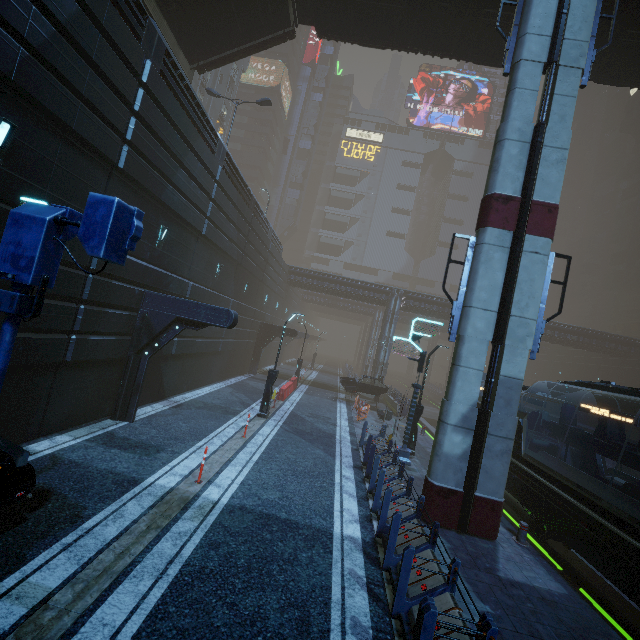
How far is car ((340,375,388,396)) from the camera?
26.0m

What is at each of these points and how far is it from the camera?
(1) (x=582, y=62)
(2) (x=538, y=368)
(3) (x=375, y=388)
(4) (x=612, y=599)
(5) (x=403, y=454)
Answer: (1) sm, 10.05m
(2) building, 51.00m
(3) car, 26.00m
(4) train rail, 8.45m
(5) street sign, 14.40m

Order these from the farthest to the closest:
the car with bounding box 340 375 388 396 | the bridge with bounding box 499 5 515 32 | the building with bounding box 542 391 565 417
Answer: the building with bounding box 542 391 565 417, the car with bounding box 340 375 388 396, the bridge with bounding box 499 5 515 32

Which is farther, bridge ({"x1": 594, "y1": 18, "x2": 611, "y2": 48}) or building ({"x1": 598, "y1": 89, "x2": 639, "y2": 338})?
building ({"x1": 598, "y1": 89, "x2": 639, "y2": 338})

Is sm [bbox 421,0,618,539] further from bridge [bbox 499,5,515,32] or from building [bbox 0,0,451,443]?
building [bbox 0,0,451,443]

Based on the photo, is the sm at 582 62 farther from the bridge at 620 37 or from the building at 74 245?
the building at 74 245

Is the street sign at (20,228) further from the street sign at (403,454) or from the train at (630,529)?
the street sign at (403,454)

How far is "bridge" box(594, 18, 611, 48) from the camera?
13.4 meters
